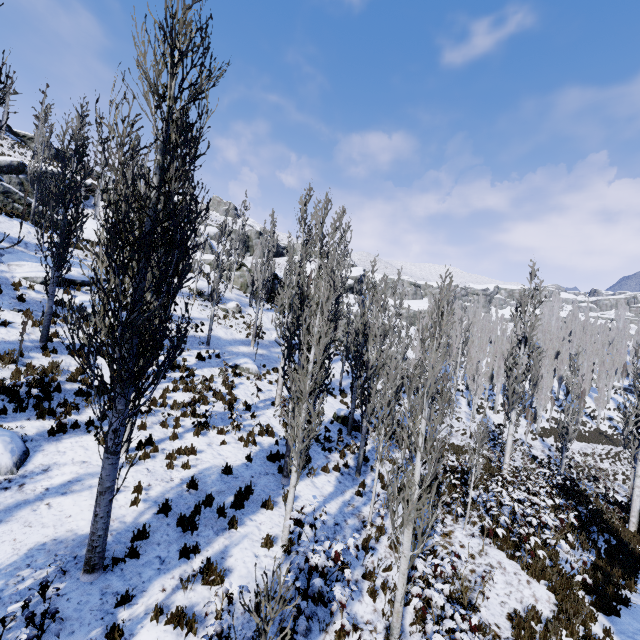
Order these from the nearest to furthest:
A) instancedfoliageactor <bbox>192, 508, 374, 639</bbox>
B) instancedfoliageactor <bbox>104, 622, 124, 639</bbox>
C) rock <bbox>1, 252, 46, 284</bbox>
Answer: instancedfoliageactor <bbox>192, 508, 374, 639</bbox>, instancedfoliageactor <bbox>104, 622, 124, 639</bbox>, rock <bbox>1, 252, 46, 284</bbox>

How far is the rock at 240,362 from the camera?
19.03m

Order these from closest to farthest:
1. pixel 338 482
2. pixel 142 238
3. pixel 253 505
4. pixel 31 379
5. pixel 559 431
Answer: pixel 142 238, pixel 253 505, pixel 31 379, pixel 338 482, pixel 559 431

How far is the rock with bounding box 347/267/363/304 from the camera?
51.2m

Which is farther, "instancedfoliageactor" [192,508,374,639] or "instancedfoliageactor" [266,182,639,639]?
"instancedfoliageactor" [266,182,639,639]

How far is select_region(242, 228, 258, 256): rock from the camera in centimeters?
5822cm

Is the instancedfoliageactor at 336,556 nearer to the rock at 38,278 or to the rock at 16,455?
the rock at 38,278

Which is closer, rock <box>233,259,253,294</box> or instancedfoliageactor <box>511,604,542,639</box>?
instancedfoliageactor <box>511,604,542,639</box>
